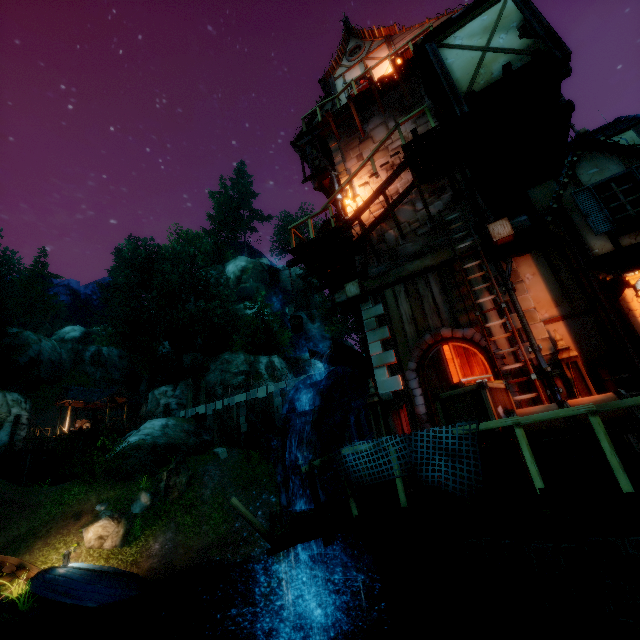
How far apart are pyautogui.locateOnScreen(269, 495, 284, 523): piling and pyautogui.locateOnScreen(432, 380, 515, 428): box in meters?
6.9 m

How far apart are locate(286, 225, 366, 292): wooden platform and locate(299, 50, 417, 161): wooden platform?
5.84m

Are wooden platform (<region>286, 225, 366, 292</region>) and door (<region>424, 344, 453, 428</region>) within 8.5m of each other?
yes

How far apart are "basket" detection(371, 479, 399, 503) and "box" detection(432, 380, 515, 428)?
0.1m

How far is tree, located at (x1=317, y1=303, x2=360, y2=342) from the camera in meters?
47.9 m

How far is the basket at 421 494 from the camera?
4.4 meters

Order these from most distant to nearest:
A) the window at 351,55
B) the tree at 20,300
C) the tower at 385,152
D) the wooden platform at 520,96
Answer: the tree at 20,300, the window at 351,55, the tower at 385,152, the wooden platform at 520,96

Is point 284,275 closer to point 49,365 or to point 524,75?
point 49,365
